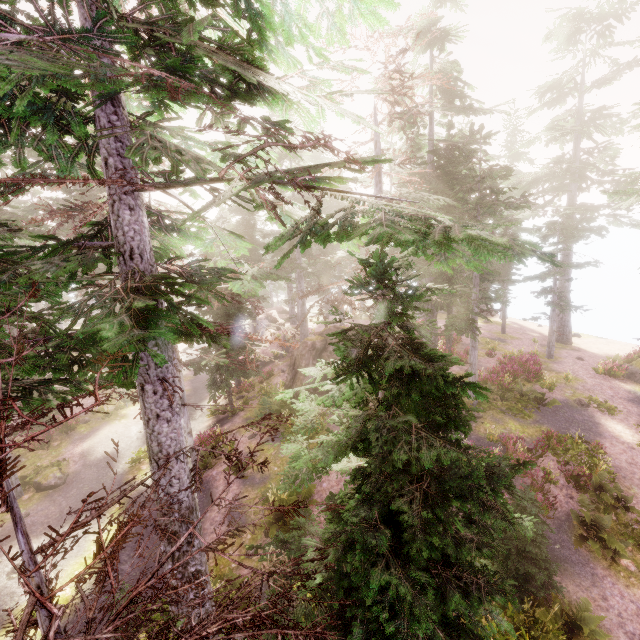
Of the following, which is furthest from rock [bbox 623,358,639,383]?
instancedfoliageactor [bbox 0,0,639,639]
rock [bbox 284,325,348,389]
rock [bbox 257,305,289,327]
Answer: rock [bbox 257,305,289,327]

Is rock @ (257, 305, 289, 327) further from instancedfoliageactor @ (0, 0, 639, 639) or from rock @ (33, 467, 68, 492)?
rock @ (33, 467, 68, 492)

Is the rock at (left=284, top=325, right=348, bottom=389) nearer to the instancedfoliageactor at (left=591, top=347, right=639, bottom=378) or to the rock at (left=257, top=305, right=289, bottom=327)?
the instancedfoliageactor at (left=591, top=347, right=639, bottom=378)

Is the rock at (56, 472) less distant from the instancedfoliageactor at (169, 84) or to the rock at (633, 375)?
the instancedfoliageactor at (169, 84)

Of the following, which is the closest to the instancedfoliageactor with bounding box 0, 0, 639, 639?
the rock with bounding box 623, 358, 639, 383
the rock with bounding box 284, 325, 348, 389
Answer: the rock with bounding box 284, 325, 348, 389

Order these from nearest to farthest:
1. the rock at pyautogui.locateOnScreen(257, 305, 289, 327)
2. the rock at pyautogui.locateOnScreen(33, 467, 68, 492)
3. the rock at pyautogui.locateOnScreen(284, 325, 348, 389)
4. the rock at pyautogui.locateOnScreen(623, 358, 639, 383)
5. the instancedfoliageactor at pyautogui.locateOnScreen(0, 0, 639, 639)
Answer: the instancedfoliageactor at pyautogui.locateOnScreen(0, 0, 639, 639) < the rock at pyautogui.locateOnScreen(33, 467, 68, 492) < the rock at pyautogui.locateOnScreen(284, 325, 348, 389) < the rock at pyautogui.locateOnScreen(623, 358, 639, 383) < the rock at pyautogui.locateOnScreen(257, 305, 289, 327)

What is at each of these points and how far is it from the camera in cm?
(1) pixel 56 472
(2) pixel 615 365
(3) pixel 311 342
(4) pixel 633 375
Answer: (1) rock, 1642
(2) instancedfoliageactor, 2177
(3) rock, 1945
(4) rock, 2164

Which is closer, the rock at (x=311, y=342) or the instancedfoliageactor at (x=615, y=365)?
the rock at (x=311, y=342)
